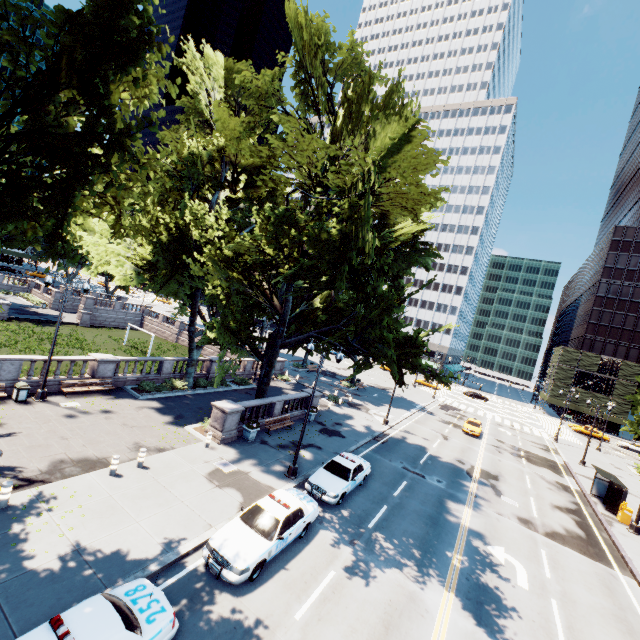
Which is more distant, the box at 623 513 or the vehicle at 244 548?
the box at 623 513

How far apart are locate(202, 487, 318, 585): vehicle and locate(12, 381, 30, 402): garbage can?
14.78m

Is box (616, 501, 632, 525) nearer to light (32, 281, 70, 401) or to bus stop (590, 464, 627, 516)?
bus stop (590, 464, 627, 516)

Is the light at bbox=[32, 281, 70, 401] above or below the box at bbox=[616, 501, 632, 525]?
below

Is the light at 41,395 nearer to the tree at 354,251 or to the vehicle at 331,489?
the tree at 354,251

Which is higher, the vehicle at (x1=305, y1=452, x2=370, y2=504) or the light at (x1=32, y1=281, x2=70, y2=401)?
the vehicle at (x1=305, y1=452, x2=370, y2=504)

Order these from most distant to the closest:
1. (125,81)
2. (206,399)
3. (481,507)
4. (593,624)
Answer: (206,399) < (481,507) < (593,624) < (125,81)

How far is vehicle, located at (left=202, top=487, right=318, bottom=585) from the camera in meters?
10.2 m
